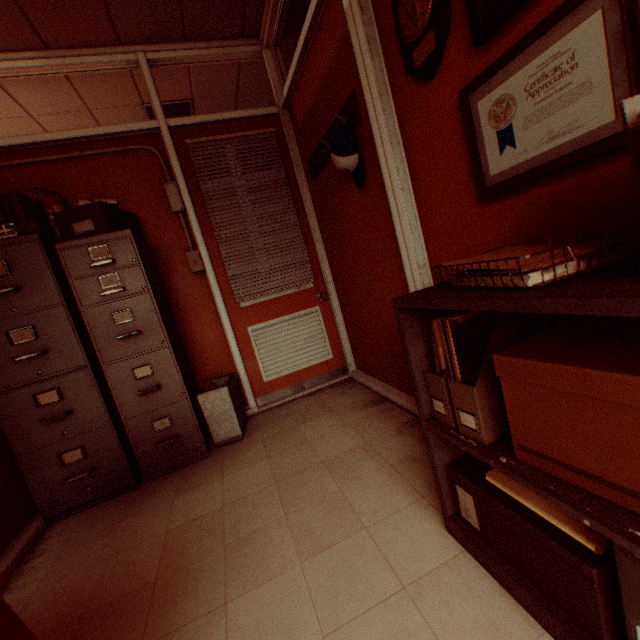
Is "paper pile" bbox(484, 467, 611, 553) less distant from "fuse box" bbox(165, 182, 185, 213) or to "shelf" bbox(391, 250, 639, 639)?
"shelf" bbox(391, 250, 639, 639)

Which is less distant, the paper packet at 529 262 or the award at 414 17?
the paper packet at 529 262

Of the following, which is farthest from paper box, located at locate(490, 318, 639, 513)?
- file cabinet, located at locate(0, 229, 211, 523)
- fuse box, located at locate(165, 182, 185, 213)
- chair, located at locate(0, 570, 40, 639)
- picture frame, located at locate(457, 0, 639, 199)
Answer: fuse box, located at locate(165, 182, 185, 213)

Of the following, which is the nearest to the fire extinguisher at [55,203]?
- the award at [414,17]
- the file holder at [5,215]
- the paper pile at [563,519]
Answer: the file holder at [5,215]

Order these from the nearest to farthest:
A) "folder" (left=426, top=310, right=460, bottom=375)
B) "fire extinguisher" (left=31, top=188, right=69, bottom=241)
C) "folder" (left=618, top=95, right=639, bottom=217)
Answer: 1. "folder" (left=618, top=95, right=639, bottom=217)
2. "folder" (left=426, top=310, right=460, bottom=375)
3. "fire extinguisher" (left=31, top=188, right=69, bottom=241)

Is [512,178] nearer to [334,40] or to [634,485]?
[634,485]

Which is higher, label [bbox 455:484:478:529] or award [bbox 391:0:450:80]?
award [bbox 391:0:450:80]

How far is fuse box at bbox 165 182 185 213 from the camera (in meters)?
2.97
